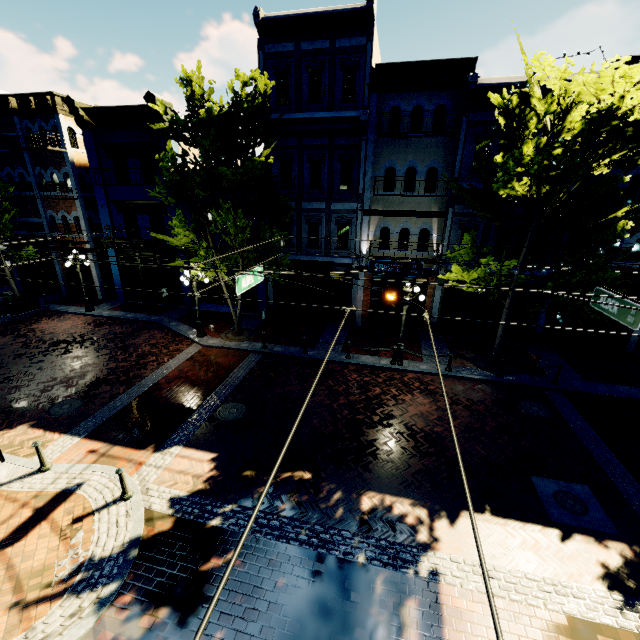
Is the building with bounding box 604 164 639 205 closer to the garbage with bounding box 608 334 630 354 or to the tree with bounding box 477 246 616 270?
the tree with bounding box 477 246 616 270

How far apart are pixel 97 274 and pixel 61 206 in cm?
457

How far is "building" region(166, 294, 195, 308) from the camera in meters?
20.1 m

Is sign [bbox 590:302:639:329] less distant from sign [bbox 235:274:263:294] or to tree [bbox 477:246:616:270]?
tree [bbox 477:246:616:270]

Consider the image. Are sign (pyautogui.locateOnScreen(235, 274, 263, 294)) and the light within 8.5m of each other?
yes

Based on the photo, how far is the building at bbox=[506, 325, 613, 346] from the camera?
16.0 meters

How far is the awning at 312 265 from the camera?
16.66m

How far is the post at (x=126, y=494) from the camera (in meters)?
7.45
